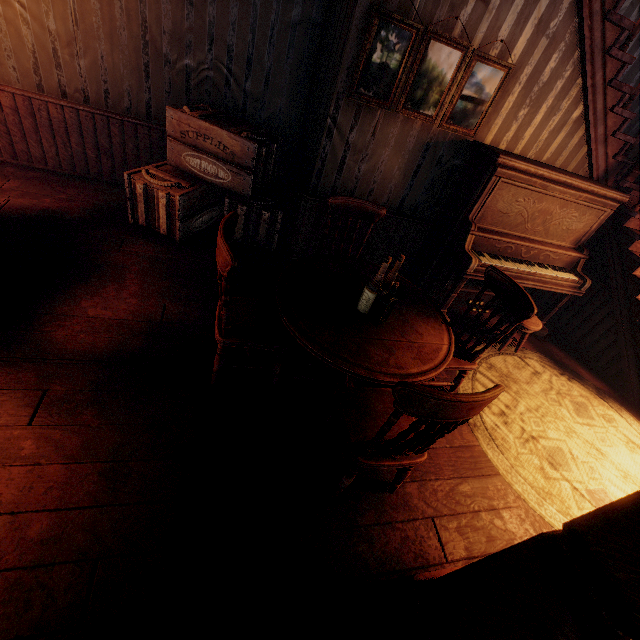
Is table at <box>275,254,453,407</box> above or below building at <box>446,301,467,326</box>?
above

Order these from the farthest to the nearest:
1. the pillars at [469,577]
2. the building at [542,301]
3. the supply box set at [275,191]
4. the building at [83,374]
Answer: the building at [542,301], the supply box set at [275,191], the building at [83,374], the pillars at [469,577]

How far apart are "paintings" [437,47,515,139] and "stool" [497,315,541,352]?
2.0m

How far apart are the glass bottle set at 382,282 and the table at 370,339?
0.0 meters

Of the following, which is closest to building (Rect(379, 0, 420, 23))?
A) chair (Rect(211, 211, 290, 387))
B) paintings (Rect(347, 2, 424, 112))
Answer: paintings (Rect(347, 2, 424, 112))

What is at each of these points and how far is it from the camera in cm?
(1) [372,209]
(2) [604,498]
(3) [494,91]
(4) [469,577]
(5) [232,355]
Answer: (1) chair, 300
(2) building, 272
(3) paintings, 326
(4) pillars, 144
(5) building, 277

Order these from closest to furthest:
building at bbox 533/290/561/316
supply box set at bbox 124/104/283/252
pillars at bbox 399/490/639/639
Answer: pillars at bbox 399/490/639/639, supply box set at bbox 124/104/283/252, building at bbox 533/290/561/316

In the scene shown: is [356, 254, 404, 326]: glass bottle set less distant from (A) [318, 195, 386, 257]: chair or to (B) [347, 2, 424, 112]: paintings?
(A) [318, 195, 386, 257]: chair
